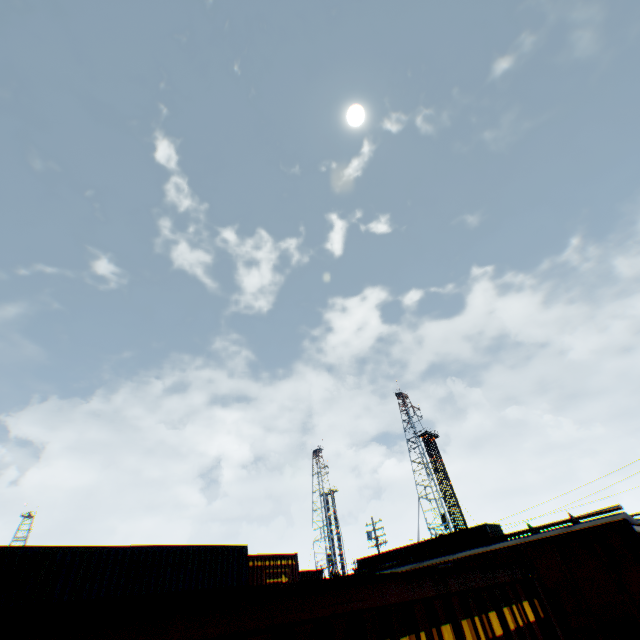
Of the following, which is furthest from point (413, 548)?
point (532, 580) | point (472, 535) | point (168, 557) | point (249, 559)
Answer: point (532, 580)

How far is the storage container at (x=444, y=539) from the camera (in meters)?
22.41

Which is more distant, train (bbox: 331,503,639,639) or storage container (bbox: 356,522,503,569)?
storage container (bbox: 356,522,503,569)

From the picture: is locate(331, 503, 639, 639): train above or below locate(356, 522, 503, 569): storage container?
below

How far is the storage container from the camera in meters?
22.4

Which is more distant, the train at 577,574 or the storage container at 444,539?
the storage container at 444,539
